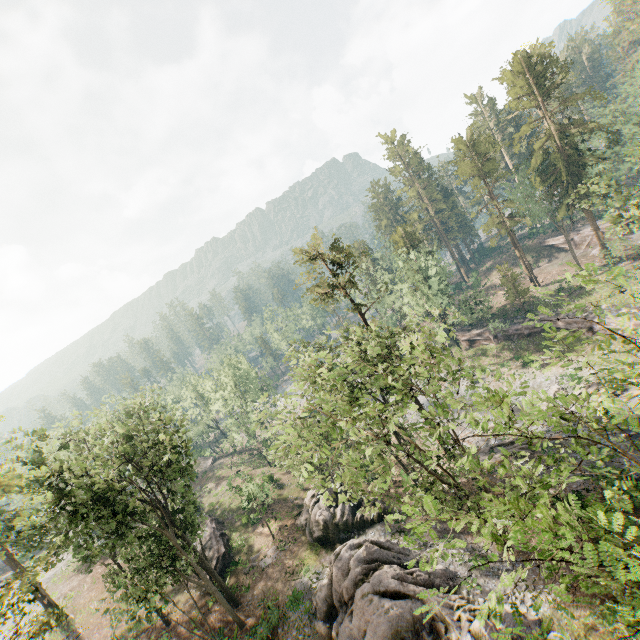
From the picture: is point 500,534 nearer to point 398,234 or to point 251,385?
point 398,234

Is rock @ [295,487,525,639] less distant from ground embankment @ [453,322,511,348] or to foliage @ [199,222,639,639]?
foliage @ [199,222,639,639]

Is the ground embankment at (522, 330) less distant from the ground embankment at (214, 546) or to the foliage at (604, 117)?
the foliage at (604, 117)

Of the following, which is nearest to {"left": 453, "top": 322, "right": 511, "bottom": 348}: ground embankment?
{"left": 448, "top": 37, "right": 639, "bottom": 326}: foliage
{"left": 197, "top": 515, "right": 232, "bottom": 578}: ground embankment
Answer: {"left": 448, "top": 37, "right": 639, "bottom": 326}: foliage

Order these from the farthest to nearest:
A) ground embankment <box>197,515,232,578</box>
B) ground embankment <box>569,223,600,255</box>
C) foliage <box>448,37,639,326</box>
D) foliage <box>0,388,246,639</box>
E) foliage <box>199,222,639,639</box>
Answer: ground embankment <box>569,223,600,255</box> → ground embankment <box>197,515,232,578</box> → foliage <box>448,37,639,326</box> → foliage <box>0,388,246,639</box> → foliage <box>199,222,639,639</box>

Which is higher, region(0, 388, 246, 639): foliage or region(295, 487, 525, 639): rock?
region(0, 388, 246, 639): foliage

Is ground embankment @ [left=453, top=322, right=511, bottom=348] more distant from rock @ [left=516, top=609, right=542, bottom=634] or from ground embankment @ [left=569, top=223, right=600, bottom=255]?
rock @ [left=516, top=609, right=542, bottom=634]

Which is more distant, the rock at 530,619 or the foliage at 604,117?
the foliage at 604,117
